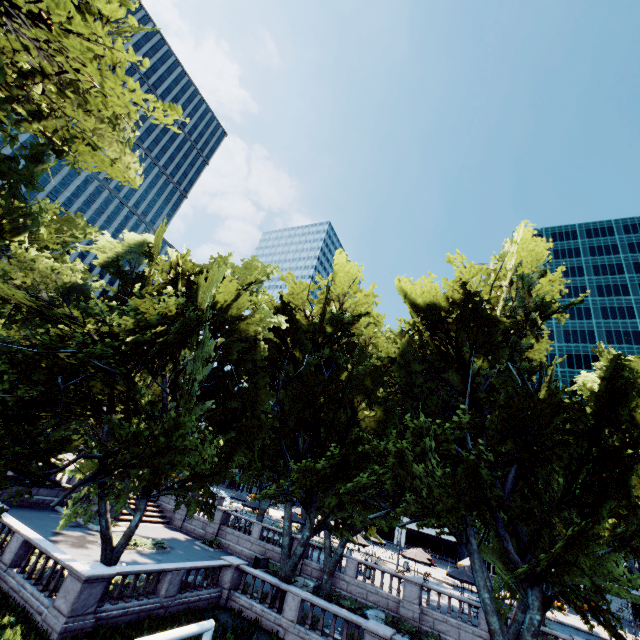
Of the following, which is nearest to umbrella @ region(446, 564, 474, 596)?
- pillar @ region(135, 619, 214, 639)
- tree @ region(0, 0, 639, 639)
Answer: tree @ region(0, 0, 639, 639)

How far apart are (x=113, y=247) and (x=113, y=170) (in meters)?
9.25

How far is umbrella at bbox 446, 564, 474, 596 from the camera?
26.2 meters

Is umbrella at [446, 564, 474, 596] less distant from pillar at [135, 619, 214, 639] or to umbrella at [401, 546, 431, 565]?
umbrella at [401, 546, 431, 565]

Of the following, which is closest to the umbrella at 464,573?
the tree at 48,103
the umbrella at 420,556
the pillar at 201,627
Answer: the tree at 48,103

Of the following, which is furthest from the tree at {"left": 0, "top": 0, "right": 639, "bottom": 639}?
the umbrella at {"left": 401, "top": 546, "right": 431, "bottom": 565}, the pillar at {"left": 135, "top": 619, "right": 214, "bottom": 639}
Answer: the pillar at {"left": 135, "top": 619, "right": 214, "bottom": 639}

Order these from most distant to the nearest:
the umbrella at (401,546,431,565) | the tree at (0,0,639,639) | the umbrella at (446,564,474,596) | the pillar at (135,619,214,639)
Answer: the umbrella at (401,546,431,565) < the umbrella at (446,564,474,596) < the tree at (0,0,639,639) < the pillar at (135,619,214,639)

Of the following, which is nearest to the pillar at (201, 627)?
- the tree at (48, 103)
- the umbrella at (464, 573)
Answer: the tree at (48, 103)
